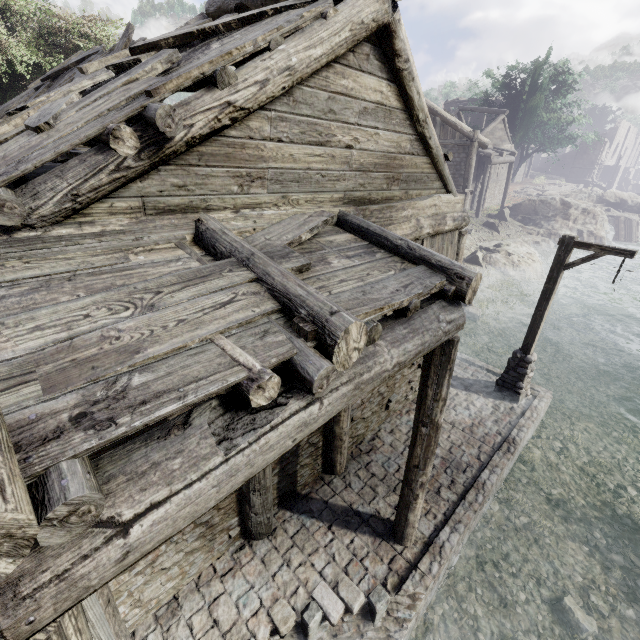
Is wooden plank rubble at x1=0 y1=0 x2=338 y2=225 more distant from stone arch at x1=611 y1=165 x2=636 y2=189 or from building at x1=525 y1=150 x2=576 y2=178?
stone arch at x1=611 y1=165 x2=636 y2=189

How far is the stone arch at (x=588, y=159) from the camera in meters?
45.3 m

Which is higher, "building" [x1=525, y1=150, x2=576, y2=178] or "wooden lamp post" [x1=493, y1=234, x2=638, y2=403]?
"building" [x1=525, y1=150, x2=576, y2=178]

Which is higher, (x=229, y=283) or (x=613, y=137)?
(x=613, y=137)

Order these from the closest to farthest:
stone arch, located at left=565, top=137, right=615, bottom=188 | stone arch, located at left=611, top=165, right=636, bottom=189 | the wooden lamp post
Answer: the wooden lamp post
stone arch, located at left=565, top=137, right=615, bottom=188
stone arch, located at left=611, top=165, right=636, bottom=189

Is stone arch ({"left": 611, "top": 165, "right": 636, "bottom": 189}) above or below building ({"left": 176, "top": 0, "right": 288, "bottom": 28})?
below

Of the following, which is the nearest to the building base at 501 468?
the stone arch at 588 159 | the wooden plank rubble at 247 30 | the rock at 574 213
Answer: the wooden plank rubble at 247 30

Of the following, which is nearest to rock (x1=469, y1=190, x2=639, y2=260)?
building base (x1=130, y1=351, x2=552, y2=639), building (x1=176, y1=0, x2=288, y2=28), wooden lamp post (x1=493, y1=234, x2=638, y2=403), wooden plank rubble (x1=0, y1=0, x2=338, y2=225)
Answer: building (x1=176, y1=0, x2=288, y2=28)
